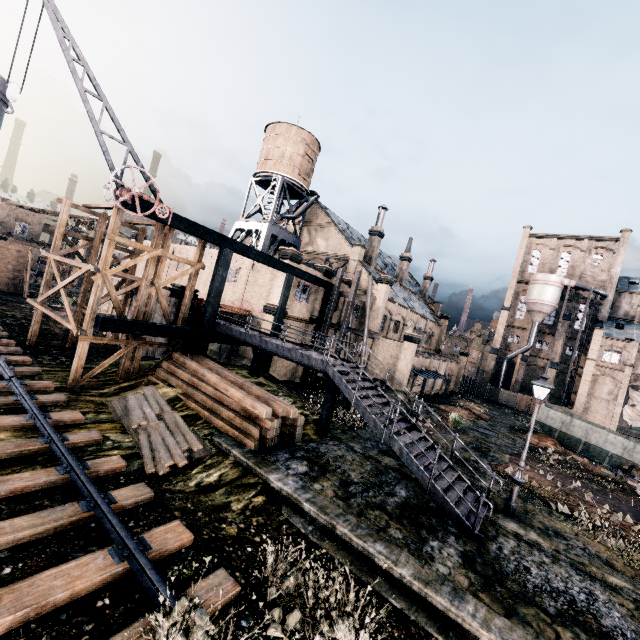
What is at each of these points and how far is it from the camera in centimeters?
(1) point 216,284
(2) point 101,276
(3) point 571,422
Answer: (1) building structure, 1995cm
(2) wooden scaffolding, 1582cm
(3) rail car container, 3134cm

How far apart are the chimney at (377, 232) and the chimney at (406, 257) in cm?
945

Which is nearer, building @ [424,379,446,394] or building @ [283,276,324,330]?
building @ [283,276,324,330]

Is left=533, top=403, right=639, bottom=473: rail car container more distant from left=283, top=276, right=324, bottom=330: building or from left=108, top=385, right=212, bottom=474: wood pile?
left=108, top=385, right=212, bottom=474: wood pile

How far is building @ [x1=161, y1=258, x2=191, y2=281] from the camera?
34.45m

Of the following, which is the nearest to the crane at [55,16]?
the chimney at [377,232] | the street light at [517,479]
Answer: the street light at [517,479]

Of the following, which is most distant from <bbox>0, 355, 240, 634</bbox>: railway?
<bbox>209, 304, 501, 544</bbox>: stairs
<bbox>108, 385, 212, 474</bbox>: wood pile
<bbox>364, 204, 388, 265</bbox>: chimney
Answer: <bbox>364, 204, 388, 265</bbox>: chimney

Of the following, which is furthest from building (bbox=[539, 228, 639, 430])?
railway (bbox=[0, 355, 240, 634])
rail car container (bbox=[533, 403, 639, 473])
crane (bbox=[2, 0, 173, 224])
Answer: rail car container (bbox=[533, 403, 639, 473])
